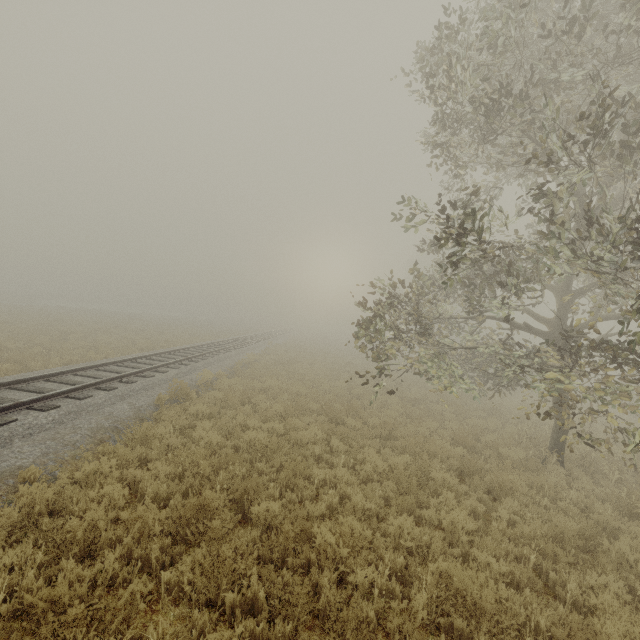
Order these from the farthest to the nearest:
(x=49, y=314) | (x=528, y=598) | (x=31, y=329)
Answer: (x=49, y=314), (x=31, y=329), (x=528, y=598)
